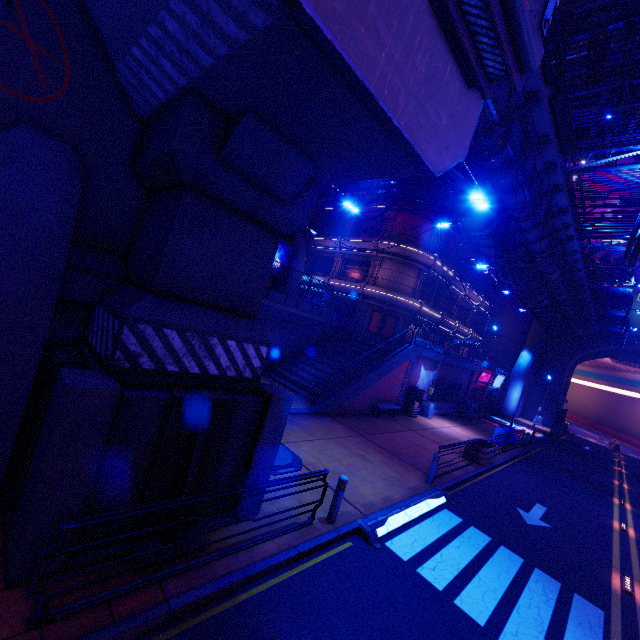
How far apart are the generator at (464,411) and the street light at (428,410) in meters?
5.7 m

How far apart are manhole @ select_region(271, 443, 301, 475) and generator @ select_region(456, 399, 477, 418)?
21.8 meters

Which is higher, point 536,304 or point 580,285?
point 580,285

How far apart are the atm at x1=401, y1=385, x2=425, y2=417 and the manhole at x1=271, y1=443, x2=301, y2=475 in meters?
12.8 m

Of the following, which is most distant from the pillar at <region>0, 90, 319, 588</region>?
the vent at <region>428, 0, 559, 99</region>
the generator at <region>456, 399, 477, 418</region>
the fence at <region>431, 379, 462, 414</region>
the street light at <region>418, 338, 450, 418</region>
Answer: the generator at <region>456, 399, 477, 418</region>

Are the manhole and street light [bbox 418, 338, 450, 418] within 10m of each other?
no

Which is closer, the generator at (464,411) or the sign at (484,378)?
the generator at (464,411)

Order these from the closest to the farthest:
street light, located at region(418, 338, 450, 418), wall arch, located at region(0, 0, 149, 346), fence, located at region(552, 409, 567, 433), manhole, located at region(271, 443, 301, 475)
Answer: wall arch, located at region(0, 0, 149, 346), manhole, located at region(271, 443, 301, 475), street light, located at region(418, 338, 450, 418), fence, located at region(552, 409, 567, 433)
